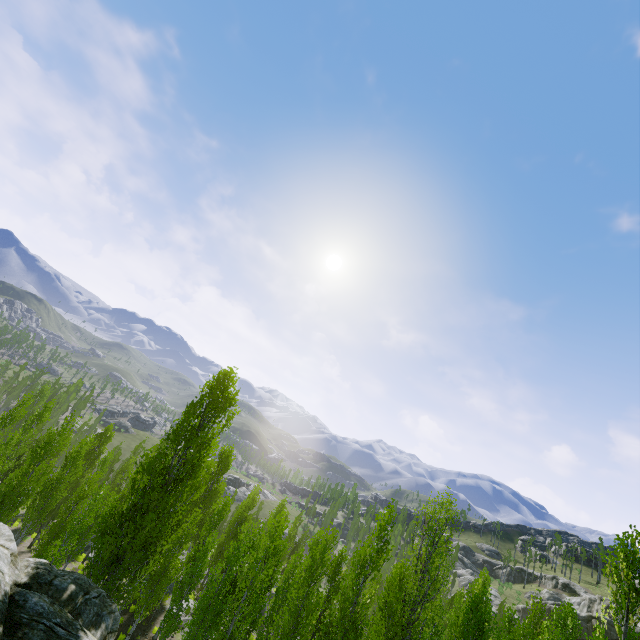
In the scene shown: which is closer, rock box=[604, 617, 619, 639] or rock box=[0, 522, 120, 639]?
rock box=[0, 522, 120, 639]

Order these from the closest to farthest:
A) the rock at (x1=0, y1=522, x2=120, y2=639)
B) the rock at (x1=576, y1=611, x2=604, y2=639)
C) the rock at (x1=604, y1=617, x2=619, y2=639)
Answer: the rock at (x1=0, y1=522, x2=120, y2=639) → the rock at (x1=604, y1=617, x2=619, y2=639) → the rock at (x1=576, y1=611, x2=604, y2=639)

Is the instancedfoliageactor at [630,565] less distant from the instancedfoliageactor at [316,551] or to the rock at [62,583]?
the instancedfoliageactor at [316,551]

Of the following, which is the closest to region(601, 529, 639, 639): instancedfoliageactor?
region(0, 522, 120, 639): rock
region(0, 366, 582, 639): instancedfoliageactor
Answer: region(0, 366, 582, 639): instancedfoliageactor

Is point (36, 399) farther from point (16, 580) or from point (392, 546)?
point (392, 546)

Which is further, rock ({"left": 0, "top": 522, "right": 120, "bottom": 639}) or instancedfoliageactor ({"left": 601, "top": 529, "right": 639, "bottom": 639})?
instancedfoliageactor ({"left": 601, "top": 529, "right": 639, "bottom": 639})

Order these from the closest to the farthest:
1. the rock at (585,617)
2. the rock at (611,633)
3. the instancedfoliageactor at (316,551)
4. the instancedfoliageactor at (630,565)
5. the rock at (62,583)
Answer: the rock at (62,583) → the instancedfoliageactor at (630,565) → the instancedfoliageactor at (316,551) → the rock at (611,633) → the rock at (585,617)
